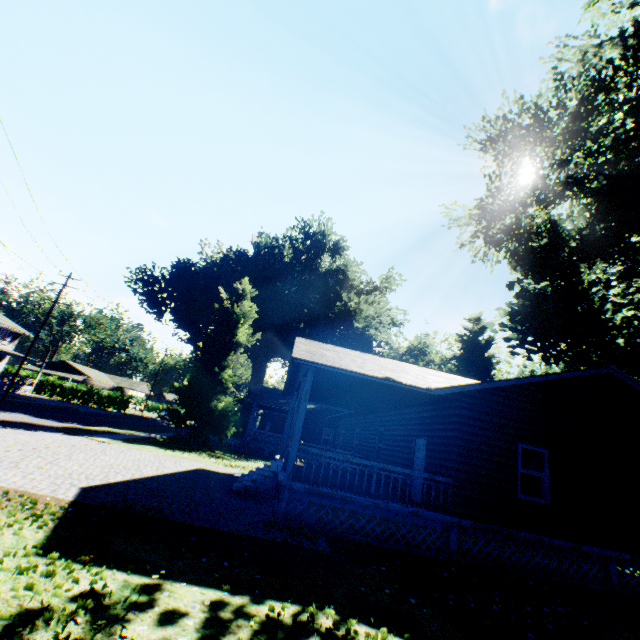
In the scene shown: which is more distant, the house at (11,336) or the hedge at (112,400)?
the hedge at (112,400)

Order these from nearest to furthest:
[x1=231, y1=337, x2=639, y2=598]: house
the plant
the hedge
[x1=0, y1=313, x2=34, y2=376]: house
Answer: [x1=231, y1=337, x2=639, y2=598]: house
the plant
[x1=0, y1=313, x2=34, y2=376]: house
the hedge

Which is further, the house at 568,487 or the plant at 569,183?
the plant at 569,183

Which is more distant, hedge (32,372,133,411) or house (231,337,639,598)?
hedge (32,372,133,411)

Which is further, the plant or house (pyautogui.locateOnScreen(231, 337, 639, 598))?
the plant

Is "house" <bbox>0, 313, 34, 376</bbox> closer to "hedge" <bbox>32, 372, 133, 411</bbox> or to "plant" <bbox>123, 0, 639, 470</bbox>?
"hedge" <bbox>32, 372, 133, 411</bbox>

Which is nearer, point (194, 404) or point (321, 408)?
point (194, 404)

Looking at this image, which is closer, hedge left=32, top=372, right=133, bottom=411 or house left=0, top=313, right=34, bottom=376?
house left=0, top=313, right=34, bottom=376
